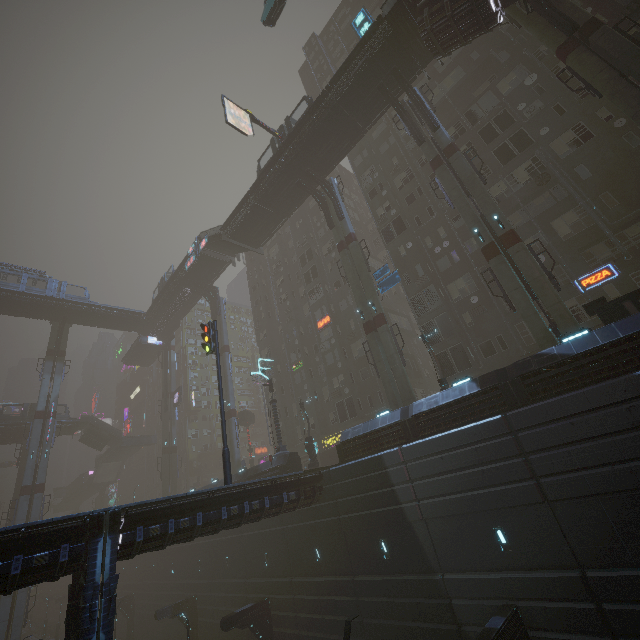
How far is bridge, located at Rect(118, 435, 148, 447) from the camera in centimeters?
5752cm

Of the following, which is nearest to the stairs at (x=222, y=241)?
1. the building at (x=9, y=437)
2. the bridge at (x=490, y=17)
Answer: the bridge at (x=490, y=17)

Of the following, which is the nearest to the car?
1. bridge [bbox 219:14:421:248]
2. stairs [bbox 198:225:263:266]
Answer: stairs [bbox 198:225:263:266]

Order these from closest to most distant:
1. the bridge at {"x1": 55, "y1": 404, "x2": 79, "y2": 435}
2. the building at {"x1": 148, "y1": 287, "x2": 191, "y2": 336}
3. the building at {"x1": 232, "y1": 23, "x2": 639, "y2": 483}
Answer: the building at {"x1": 232, "y1": 23, "x2": 639, "y2": 483} < the building at {"x1": 148, "y1": 287, "x2": 191, "y2": 336} < the bridge at {"x1": 55, "y1": 404, "x2": 79, "y2": 435}

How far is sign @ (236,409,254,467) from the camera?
47.2 meters

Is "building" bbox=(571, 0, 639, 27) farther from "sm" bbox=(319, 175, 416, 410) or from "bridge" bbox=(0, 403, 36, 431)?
"sm" bbox=(319, 175, 416, 410)

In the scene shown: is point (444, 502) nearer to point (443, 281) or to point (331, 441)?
point (443, 281)

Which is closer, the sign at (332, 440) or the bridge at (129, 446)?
the sign at (332, 440)
